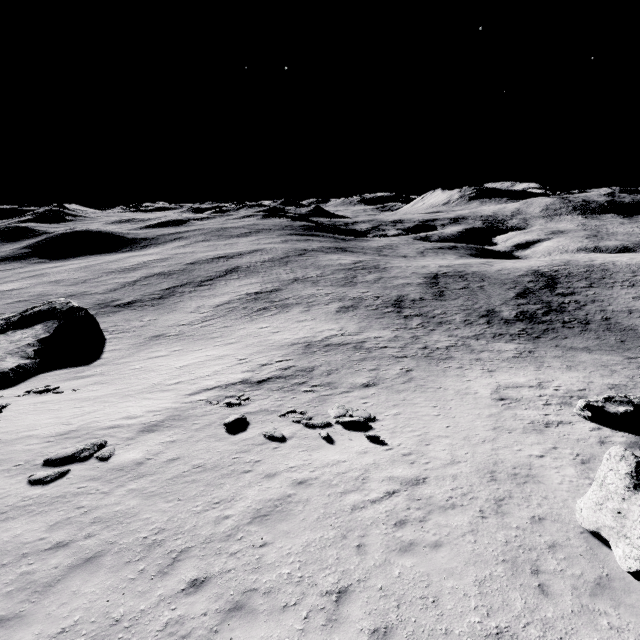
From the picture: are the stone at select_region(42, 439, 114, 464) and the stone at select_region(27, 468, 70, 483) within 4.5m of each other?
yes

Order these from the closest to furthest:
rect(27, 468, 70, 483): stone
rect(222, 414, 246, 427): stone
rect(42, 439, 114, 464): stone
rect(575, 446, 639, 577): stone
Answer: rect(575, 446, 639, 577): stone
rect(27, 468, 70, 483): stone
rect(42, 439, 114, 464): stone
rect(222, 414, 246, 427): stone

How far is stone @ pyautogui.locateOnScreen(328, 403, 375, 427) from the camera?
15.4 meters

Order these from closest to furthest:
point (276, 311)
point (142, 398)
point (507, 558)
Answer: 1. point (507, 558)
2. point (142, 398)
3. point (276, 311)

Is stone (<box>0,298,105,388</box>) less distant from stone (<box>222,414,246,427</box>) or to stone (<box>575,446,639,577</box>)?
stone (<box>222,414,246,427</box>)

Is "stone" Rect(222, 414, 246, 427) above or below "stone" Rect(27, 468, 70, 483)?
below

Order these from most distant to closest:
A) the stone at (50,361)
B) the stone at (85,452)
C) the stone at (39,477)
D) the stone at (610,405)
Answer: the stone at (50,361), the stone at (610,405), the stone at (85,452), the stone at (39,477)

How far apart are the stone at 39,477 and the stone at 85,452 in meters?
0.4
